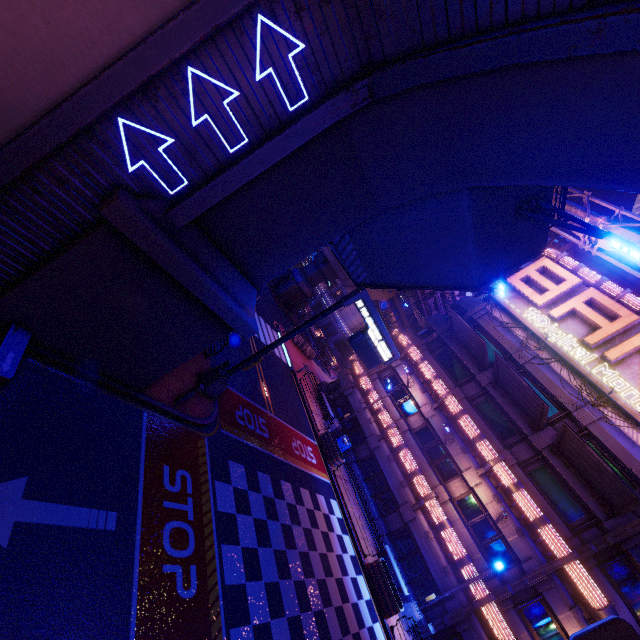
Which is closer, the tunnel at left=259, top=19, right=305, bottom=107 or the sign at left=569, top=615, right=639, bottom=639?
the sign at left=569, top=615, right=639, bottom=639

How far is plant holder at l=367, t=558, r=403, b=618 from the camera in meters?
15.4

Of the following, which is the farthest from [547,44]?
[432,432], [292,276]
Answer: [292,276]

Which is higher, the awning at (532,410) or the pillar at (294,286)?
the awning at (532,410)

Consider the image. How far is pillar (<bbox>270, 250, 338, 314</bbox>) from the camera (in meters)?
38.09

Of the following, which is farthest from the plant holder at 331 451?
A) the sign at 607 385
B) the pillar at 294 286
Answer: the pillar at 294 286

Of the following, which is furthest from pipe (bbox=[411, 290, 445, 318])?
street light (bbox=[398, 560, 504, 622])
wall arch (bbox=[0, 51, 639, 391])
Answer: street light (bbox=[398, 560, 504, 622])

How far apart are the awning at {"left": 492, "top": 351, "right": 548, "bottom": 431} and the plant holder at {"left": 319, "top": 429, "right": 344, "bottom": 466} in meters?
11.5 m
